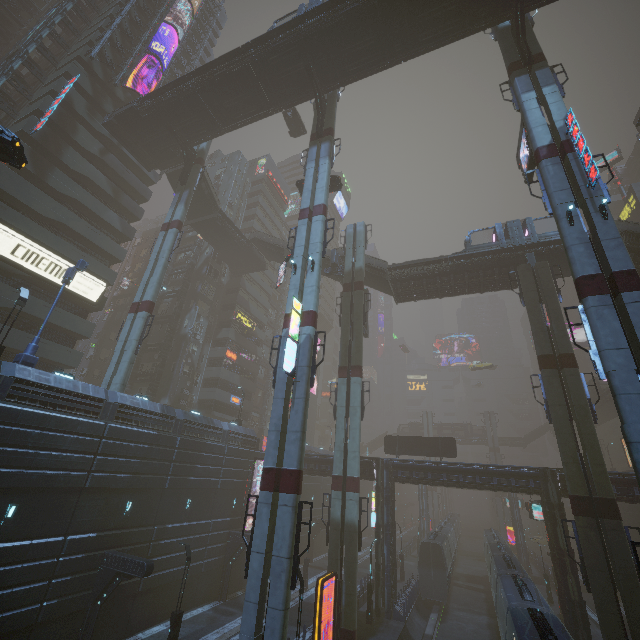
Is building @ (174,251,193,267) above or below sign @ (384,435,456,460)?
above

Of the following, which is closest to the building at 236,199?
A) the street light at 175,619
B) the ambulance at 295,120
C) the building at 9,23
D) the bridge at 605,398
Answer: the building at 9,23

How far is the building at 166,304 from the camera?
44.81m

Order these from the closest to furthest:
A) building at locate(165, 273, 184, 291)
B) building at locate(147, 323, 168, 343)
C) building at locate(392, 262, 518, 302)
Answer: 1. building at locate(392, 262, 518, 302)
2. building at locate(147, 323, 168, 343)
3. building at locate(165, 273, 184, 291)

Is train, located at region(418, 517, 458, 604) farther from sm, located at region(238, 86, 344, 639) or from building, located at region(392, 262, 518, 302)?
sm, located at region(238, 86, 344, 639)

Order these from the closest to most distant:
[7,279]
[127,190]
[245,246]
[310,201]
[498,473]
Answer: [310,201]
[7,279]
[498,473]
[127,190]
[245,246]

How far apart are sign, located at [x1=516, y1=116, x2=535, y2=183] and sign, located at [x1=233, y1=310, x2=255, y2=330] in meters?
38.0 m

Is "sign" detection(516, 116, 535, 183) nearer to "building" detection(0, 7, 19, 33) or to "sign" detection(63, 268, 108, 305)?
"sign" detection(63, 268, 108, 305)
